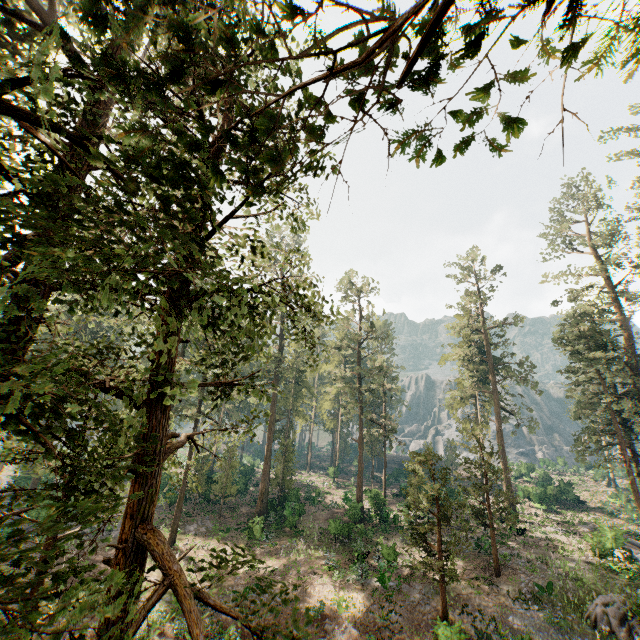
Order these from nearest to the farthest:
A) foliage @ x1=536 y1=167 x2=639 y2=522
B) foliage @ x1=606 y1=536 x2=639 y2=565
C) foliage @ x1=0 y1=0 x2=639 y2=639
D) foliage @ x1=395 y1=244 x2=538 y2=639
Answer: foliage @ x1=0 y1=0 x2=639 y2=639 < foliage @ x1=395 y1=244 x2=538 y2=639 < foliage @ x1=606 y1=536 x2=639 y2=565 < foliage @ x1=536 y1=167 x2=639 y2=522

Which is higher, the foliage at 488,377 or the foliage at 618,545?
the foliage at 488,377

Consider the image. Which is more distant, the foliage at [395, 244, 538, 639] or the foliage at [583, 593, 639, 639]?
the foliage at [395, 244, 538, 639]

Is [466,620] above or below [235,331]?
below

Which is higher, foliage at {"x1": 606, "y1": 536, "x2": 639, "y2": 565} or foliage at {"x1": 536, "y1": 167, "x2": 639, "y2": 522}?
foliage at {"x1": 536, "y1": 167, "x2": 639, "y2": 522}

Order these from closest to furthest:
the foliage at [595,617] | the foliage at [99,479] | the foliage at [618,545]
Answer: the foliage at [99,479] < the foliage at [595,617] < the foliage at [618,545]
